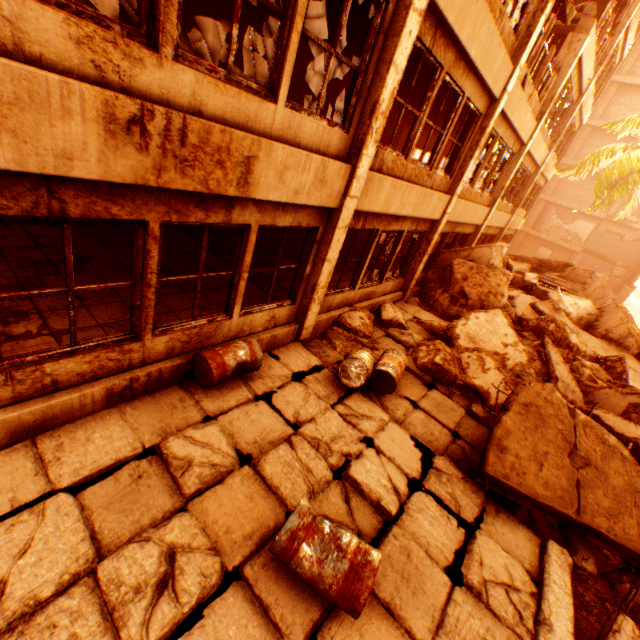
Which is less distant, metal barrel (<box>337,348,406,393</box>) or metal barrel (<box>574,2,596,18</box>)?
metal barrel (<box>337,348,406,393</box>)

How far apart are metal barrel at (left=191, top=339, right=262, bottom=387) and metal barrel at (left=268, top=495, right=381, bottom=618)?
2.1 meters

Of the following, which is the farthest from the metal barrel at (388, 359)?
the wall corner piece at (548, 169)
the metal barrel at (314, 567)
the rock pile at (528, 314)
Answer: the wall corner piece at (548, 169)

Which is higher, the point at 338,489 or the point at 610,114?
the point at 610,114

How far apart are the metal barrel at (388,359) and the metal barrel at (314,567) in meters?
2.4 m

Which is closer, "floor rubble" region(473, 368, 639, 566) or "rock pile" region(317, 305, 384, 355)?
"floor rubble" region(473, 368, 639, 566)

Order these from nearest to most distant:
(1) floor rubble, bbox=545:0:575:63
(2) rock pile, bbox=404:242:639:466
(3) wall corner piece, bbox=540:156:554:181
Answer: (2) rock pile, bbox=404:242:639:466, (1) floor rubble, bbox=545:0:575:63, (3) wall corner piece, bbox=540:156:554:181

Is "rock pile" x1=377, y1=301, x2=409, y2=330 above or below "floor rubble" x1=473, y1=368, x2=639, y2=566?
below
